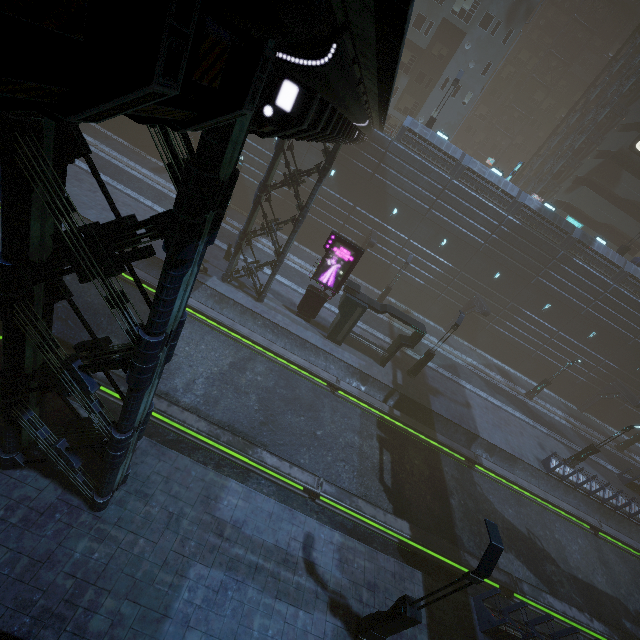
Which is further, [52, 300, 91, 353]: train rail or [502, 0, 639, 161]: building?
[502, 0, 639, 161]: building

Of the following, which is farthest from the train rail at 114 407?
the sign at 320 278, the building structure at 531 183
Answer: the building structure at 531 183

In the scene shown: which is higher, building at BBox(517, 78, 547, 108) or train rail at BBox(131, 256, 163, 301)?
building at BBox(517, 78, 547, 108)

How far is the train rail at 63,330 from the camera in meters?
13.2 m

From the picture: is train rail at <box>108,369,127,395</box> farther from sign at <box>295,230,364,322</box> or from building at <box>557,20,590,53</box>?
sign at <box>295,230,364,322</box>

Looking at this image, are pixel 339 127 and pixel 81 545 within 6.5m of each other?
no

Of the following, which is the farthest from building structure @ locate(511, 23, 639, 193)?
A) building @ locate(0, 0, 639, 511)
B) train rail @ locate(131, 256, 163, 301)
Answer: train rail @ locate(131, 256, 163, 301)
